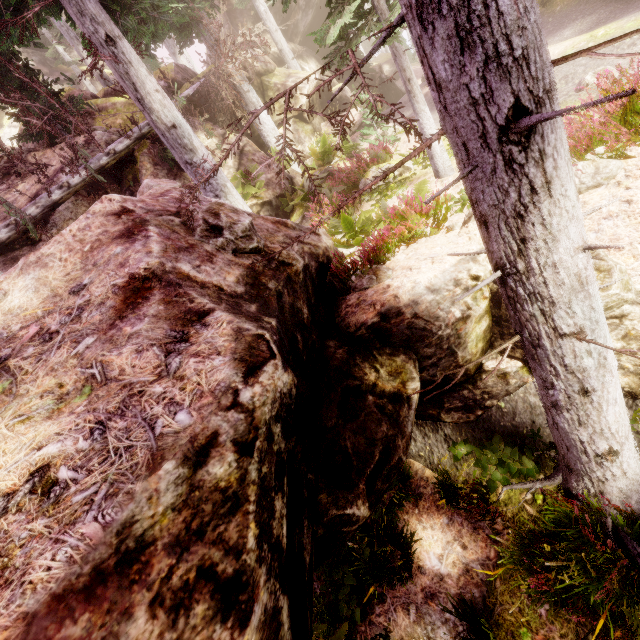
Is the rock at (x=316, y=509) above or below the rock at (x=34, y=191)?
below

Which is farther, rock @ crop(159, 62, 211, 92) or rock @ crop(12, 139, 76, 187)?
rock @ crop(159, 62, 211, 92)

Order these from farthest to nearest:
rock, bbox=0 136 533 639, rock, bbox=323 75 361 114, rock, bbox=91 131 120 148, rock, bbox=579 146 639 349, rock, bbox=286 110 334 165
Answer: rock, bbox=323 75 361 114 → rock, bbox=286 110 334 165 → rock, bbox=91 131 120 148 → rock, bbox=579 146 639 349 → rock, bbox=0 136 533 639

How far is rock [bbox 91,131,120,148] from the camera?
12.1m

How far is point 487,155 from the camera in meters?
2.1 m

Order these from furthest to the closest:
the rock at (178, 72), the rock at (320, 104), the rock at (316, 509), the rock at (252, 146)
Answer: the rock at (320, 104)
the rock at (178, 72)
the rock at (252, 146)
the rock at (316, 509)

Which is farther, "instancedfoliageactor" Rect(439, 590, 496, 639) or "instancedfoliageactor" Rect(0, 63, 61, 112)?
"instancedfoliageactor" Rect(0, 63, 61, 112)
